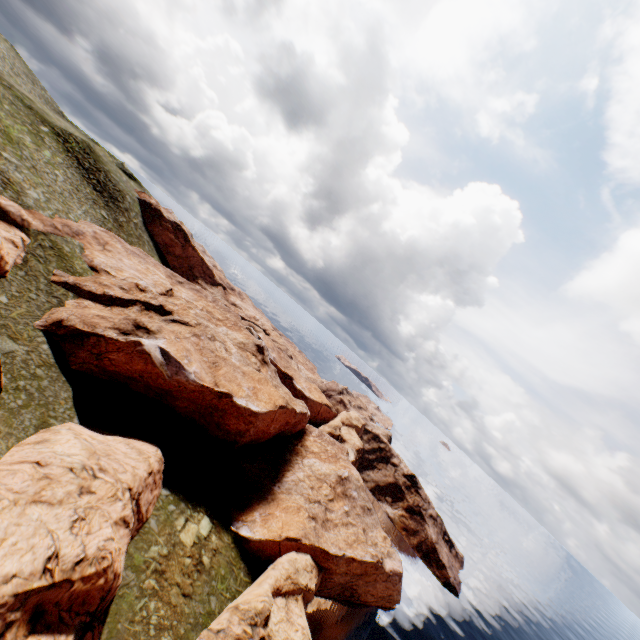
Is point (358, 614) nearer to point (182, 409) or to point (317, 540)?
point (317, 540)

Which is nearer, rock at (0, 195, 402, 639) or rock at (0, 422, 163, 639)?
rock at (0, 422, 163, 639)

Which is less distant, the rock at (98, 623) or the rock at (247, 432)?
the rock at (98, 623)
